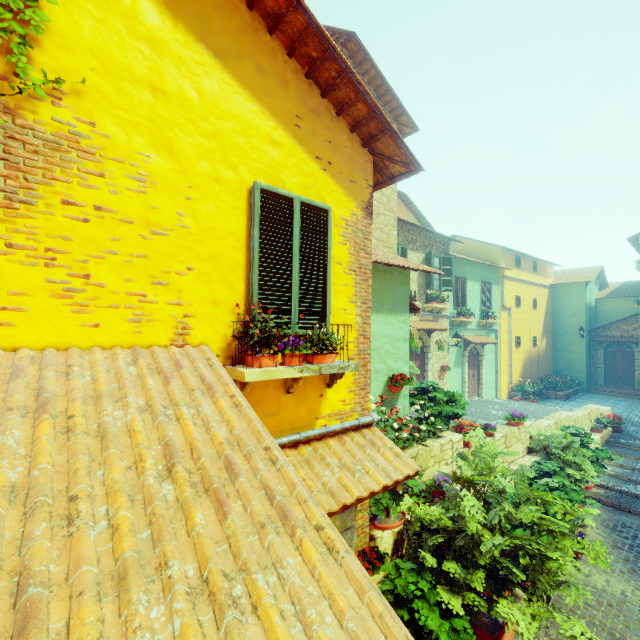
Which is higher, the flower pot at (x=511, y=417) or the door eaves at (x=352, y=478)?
the door eaves at (x=352, y=478)

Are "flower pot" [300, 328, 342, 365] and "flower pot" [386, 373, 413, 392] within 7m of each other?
yes

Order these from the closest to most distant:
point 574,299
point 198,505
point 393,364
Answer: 1. point 198,505
2. point 393,364
3. point 574,299

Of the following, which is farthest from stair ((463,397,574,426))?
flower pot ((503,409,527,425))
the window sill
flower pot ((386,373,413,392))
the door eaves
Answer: the window sill

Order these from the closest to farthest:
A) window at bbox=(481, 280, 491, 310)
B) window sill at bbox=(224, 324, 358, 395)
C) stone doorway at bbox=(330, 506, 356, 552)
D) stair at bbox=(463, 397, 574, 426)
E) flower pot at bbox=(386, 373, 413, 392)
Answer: window sill at bbox=(224, 324, 358, 395) → stone doorway at bbox=(330, 506, 356, 552) → flower pot at bbox=(386, 373, 413, 392) → stair at bbox=(463, 397, 574, 426) → window at bbox=(481, 280, 491, 310)

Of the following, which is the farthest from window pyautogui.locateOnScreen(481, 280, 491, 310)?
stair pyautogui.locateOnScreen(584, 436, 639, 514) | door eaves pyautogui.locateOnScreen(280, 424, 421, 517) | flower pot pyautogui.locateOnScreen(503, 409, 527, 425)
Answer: door eaves pyautogui.locateOnScreen(280, 424, 421, 517)

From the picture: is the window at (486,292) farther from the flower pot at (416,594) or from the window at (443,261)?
the flower pot at (416,594)

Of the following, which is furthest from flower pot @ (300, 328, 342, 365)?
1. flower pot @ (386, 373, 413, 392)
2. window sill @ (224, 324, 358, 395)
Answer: flower pot @ (386, 373, 413, 392)
